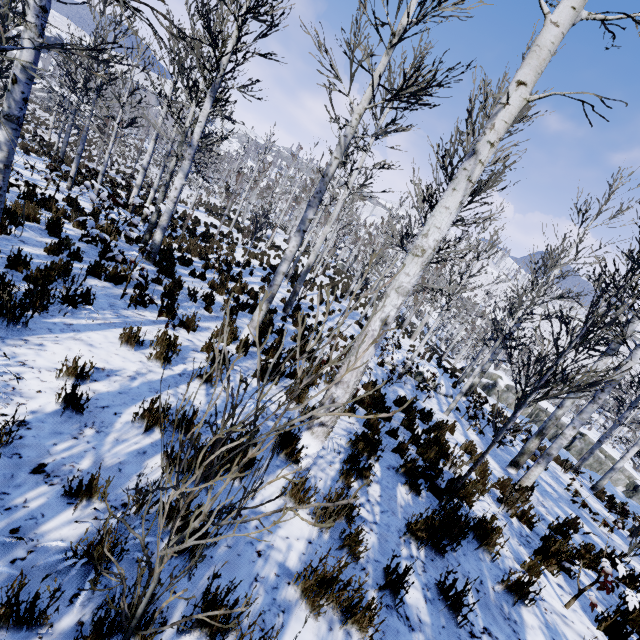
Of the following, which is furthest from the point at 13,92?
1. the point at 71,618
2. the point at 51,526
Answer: the point at 71,618

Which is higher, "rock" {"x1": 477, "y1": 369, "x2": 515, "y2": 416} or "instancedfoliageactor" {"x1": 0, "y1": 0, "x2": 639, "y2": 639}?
"instancedfoliageactor" {"x1": 0, "y1": 0, "x2": 639, "y2": 639}

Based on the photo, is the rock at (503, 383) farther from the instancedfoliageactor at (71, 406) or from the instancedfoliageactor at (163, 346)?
the instancedfoliageactor at (163, 346)

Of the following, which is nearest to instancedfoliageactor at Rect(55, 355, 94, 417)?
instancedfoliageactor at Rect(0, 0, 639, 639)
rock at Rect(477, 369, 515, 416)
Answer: rock at Rect(477, 369, 515, 416)

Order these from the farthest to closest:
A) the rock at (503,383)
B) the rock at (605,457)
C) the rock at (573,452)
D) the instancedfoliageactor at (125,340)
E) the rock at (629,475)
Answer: the rock at (503,383)
the rock at (573,452)
the rock at (605,457)
the rock at (629,475)
the instancedfoliageactor at (125,340)

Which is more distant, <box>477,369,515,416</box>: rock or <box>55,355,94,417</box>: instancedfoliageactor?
<box>477,369,515,416</box>: rock

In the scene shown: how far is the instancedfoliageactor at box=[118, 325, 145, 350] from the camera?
4.3 meters
